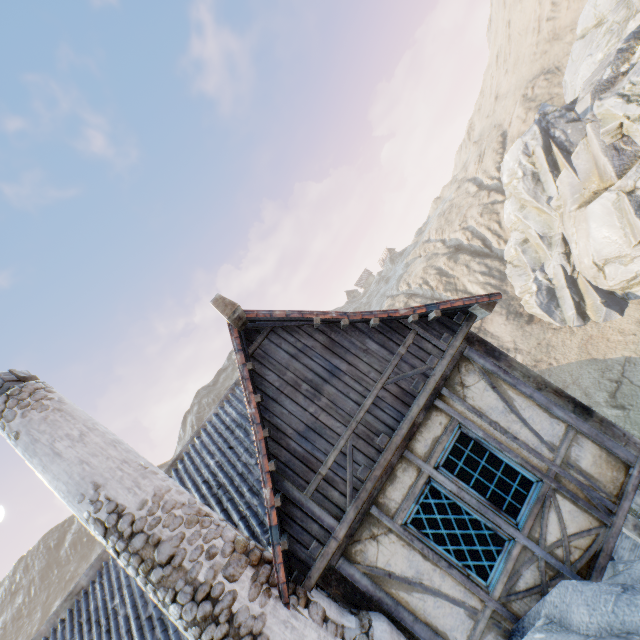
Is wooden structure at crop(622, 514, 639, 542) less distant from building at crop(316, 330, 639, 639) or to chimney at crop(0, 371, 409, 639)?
building at crop(316, 330, 639, 639)

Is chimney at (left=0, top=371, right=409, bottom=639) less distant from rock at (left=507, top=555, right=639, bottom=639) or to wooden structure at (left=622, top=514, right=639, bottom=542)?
rock at (left=507, top=555, right=639, bottom=639)

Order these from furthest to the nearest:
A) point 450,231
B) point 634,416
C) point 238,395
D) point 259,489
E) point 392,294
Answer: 1. point 392,294
2. point 450,231
3. point 634,416
4. point 238,395
5. point 259,489

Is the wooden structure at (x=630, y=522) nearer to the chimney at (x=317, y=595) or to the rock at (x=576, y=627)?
the rock at (x=576, y=627)

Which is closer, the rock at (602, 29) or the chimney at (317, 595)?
the chimney at (317, 595)

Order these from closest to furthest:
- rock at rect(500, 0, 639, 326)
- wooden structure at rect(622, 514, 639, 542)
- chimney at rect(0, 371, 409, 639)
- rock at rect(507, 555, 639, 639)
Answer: rock at rect(507, 555, 639, 639), chimney at rect(0, 371, 409, 639), wooden structure at rect(622, 514, 639, 542), rock at rect(500, 0, 639, 326)
